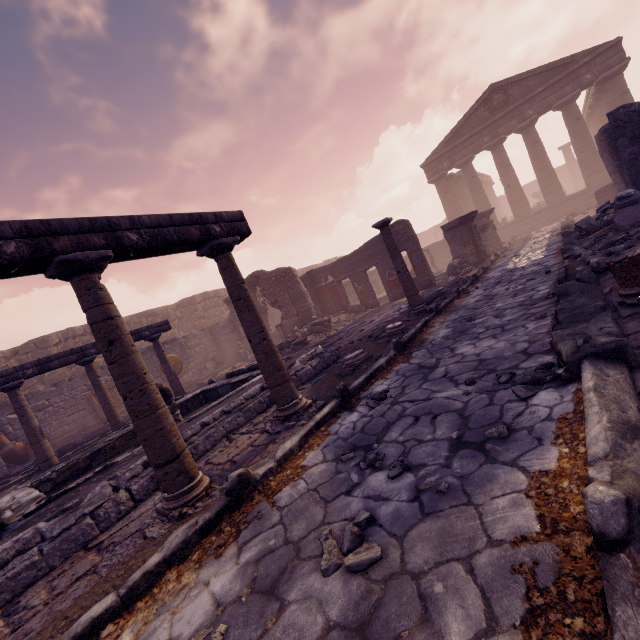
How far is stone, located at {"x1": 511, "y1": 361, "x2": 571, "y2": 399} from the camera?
2.5m

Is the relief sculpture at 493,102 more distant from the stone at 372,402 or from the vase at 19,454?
the vase at 19,454

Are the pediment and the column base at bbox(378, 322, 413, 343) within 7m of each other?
no

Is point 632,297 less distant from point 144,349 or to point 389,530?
point 389,530

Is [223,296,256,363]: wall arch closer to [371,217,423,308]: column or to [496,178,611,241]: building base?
[371,217,423,308]: column

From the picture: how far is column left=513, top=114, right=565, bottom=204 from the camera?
20.44m

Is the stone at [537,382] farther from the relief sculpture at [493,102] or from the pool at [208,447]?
the relief sculpture at [493,102]

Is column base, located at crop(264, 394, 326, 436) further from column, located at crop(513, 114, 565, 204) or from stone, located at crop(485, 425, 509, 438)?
column, located at crop(513, 114, 565, 204)
